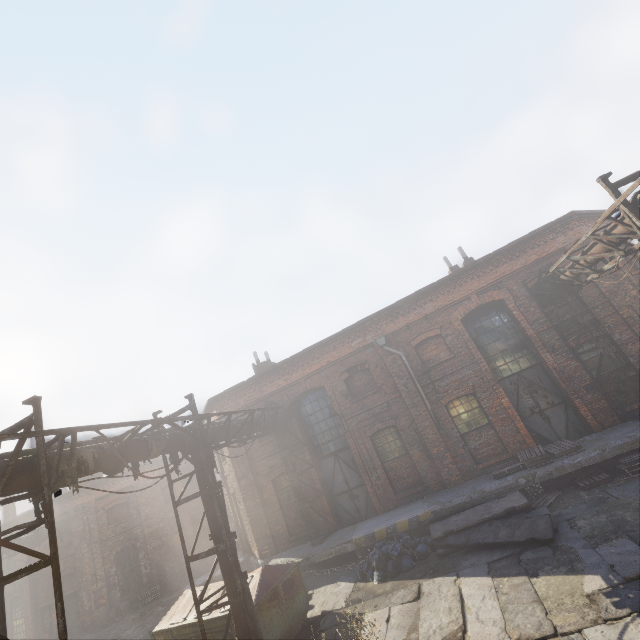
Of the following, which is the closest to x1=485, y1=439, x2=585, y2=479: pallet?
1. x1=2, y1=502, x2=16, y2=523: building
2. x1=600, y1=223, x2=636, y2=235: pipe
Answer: x1=600, y1=223, x2=636, y2=235: pipe

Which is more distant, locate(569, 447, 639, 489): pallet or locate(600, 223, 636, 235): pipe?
locate(569, 447, 639, 489): pallet

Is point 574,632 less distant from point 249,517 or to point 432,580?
point 432,580

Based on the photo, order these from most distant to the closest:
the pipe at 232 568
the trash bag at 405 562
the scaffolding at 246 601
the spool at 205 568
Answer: the spool at 205 568 → the trash bag at 405 562 → the scaffolding at 246 601 → the pipe at 232 568

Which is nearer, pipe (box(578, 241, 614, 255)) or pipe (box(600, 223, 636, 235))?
pipe (box(600, 223, 636, 235))

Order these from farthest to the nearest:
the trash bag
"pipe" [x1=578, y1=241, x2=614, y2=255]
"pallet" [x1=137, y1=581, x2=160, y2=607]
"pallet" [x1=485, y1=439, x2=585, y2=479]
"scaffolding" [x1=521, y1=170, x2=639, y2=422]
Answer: "pallet" [x1=137, y1=581, x2=160, y2=607], "pallet" [x1=485, y1=439, x2=585, y2=479], the trash bag, "pipe" [x1=578, y1=241, x2=614, y2=255], "scaffolding" [x1=521, y1=170, x2=639, y2=422]

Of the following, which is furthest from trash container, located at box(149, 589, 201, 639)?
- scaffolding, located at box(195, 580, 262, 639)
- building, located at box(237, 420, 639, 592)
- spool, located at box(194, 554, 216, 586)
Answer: spool, located at box(194, 554, 216, 586)

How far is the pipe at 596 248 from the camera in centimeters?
838cm
